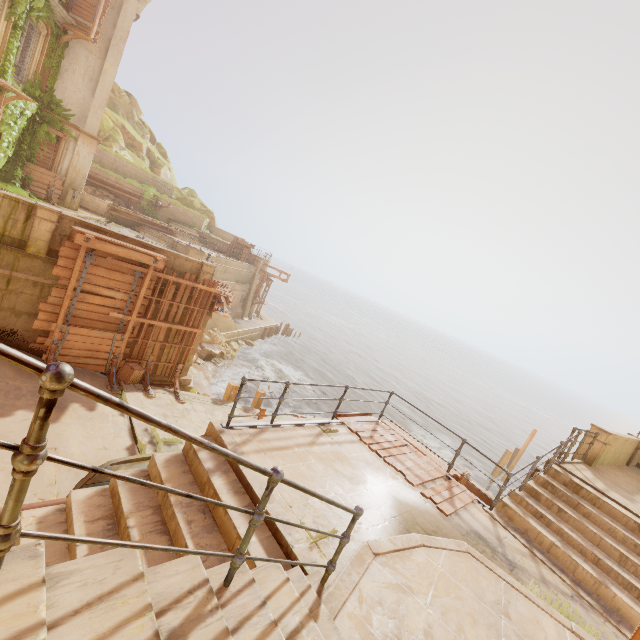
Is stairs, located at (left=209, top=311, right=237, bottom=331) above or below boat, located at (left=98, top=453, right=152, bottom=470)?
below

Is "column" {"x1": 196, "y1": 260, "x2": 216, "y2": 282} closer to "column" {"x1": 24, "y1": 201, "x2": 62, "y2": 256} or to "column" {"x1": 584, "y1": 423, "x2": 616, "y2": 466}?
"column" {"x1": 24, "y1": 201, "x2": 62, "y2": 256}

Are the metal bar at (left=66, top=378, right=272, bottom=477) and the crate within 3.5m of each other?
no

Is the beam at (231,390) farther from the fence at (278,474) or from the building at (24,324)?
the fence at (278,474)

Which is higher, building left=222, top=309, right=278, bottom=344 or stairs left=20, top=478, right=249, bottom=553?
stairs left=20, top=478, right=249, bottom=553

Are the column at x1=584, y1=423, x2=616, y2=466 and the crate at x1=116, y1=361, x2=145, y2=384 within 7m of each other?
no

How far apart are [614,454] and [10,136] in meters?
28.9 m

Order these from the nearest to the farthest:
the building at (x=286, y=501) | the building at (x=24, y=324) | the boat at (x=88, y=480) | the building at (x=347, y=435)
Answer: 1. the building at (x=286, y=501)
2. the building at (x=347, y=435)
3. the boat at (x=88, y=480)
4. the building at (x=24, y=324)
